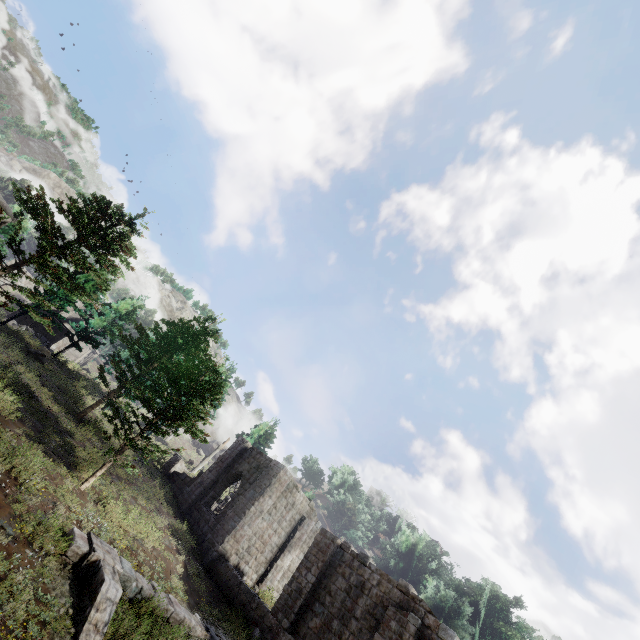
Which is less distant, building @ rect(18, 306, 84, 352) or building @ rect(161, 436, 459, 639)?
building @ rect(161, 436, 459, 639)

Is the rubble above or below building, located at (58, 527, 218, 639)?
above

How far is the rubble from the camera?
29.5m

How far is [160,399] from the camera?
23.4m

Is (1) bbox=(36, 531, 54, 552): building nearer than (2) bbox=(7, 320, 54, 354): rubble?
Yes

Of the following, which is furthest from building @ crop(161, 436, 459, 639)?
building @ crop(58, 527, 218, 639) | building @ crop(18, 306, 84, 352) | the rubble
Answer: building @ crop(18, 306, 84, 352)

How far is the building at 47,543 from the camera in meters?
8.8 m

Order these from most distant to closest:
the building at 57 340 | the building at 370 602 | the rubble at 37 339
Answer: the building at 57 340
the rubble at 37 339
the building at 370 602
